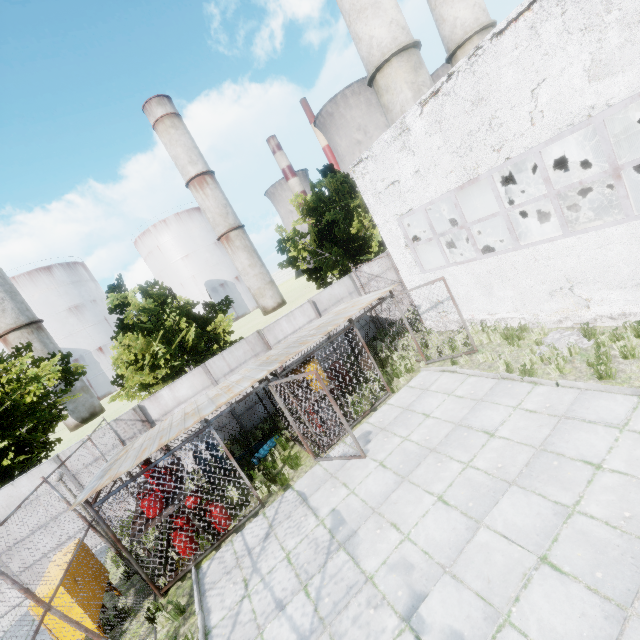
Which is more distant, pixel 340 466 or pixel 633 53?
pixel 340 466

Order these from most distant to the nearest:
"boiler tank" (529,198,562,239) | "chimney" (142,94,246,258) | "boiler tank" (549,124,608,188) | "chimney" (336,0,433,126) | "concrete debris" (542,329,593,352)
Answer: "chimney" (142,94,246,258)
"chimney" (336,0,433,126)
"boiler tank" (529,198,562,239)
"boiler tank" (549,124,608,188)
"concrete debris" (542,329,593,352)

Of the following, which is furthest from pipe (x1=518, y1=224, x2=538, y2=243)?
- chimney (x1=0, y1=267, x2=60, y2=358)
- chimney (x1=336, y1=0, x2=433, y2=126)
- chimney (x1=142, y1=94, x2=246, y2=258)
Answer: chimney (x1=0, y1=267, x2=60, y2=358)

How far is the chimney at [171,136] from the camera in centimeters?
5534cm

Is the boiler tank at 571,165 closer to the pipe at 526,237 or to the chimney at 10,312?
the pipe at 526,237

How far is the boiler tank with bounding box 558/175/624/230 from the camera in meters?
11.2 m

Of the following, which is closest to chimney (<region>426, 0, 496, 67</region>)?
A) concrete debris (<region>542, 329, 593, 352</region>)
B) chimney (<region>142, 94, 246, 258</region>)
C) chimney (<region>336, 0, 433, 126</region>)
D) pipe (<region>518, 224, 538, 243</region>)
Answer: chimney (<region>336, 0, 433, 126</region>)

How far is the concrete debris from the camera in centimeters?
860cm
